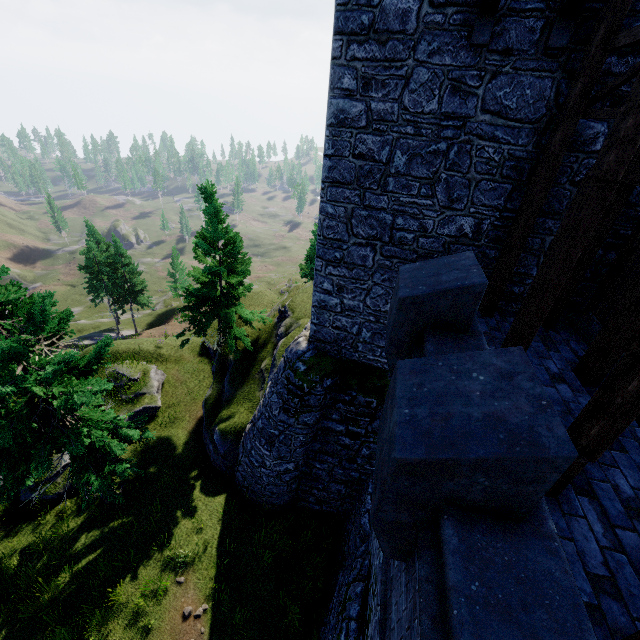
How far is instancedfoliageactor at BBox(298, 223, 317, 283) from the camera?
33.00m

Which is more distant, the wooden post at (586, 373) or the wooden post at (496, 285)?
the wooden post at (496, 285)

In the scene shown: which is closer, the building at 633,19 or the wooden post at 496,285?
the building at 633,19

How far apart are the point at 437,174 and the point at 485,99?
1.6m

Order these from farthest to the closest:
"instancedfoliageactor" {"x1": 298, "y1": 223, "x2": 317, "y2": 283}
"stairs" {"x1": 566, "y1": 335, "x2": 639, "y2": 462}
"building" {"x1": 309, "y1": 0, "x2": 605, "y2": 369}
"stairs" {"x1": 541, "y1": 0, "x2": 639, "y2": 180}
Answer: "instancedfoliageactor" {"x1": 298, "y1": 223, "x2": 317, "y2": 283}
"building" {"x1": 309, "y1": 0, "x2": 605, "y2": 369}
"stairs" {"x1": 541, "y1": 0, "x2": 639, "y2": 180}
"stairs" {"x1": 566, "y1": 335, "x2": 639, "y2": 462}

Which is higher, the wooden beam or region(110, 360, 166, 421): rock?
the wooden beam

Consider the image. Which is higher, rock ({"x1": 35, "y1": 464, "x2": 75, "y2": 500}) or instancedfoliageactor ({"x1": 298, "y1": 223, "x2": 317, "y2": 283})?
rock ({"x1": 35, "y1": 464, "x2": 75, "y2": 500})

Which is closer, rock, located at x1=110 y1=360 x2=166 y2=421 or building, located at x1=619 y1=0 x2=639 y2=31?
building, located at x1=619 y1=0 x2=639 y2=31
